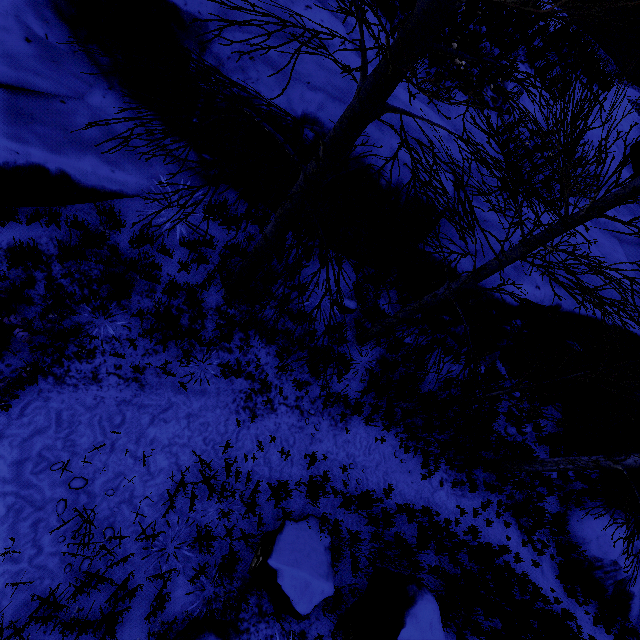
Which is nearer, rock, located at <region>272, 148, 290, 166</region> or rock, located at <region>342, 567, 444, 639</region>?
rock, located at <region>342, 567, 444, 639</region>

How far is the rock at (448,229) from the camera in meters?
6.9 m

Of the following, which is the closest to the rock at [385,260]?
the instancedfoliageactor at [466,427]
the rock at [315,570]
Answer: Answer: the instancedfoliageactor at [466,427]

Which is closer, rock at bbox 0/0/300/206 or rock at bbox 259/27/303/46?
rock at bbox 0/0/300/206

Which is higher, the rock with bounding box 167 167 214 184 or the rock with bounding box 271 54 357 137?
the rock with bounding box 271 54 357 137

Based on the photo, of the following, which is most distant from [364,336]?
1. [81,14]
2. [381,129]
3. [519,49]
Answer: [519,49]

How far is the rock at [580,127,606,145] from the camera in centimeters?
1022cm
